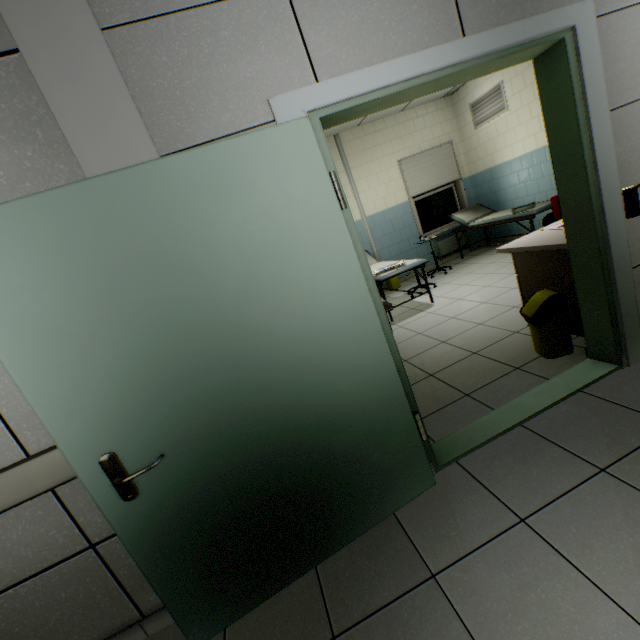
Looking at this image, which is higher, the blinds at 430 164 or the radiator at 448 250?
the blinds at 430 164

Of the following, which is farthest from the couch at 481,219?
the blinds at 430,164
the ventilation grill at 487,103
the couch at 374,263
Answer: the couch at 374,263

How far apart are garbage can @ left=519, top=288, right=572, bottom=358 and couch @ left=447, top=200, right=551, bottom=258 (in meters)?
3.23

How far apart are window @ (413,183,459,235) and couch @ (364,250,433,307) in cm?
241

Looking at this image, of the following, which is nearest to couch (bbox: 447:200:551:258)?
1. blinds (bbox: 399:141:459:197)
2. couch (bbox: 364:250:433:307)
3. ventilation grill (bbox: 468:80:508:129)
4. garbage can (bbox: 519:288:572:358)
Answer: blinds (bbox: 399:141:459:197)

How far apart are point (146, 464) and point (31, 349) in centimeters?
62cm

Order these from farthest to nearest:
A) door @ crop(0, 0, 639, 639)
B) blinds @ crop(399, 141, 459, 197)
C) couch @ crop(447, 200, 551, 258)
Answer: blinds @ crop(399, 141, 459, 197)
couch @ crop(447, 200, 551, 258)
door @ crop(0, 0, 639, 639)

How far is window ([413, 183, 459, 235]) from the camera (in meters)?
7.16
